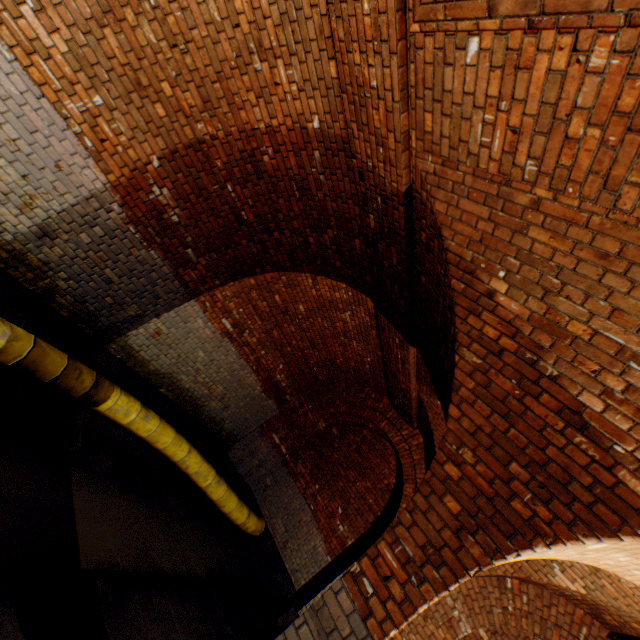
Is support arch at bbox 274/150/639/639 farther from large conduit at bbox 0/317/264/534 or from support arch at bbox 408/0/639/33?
large conduit at bbox 0/317/264/534

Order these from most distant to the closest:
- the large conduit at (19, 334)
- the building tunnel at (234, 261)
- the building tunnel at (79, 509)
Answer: the large conduit at (19, 334), the building tunnel at (79, 509), the building tunnel at (234, 261)

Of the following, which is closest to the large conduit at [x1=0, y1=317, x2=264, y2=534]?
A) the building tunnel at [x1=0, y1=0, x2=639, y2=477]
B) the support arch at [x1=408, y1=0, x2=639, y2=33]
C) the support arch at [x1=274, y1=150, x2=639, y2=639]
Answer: the building tunnel at [x1=0, y1=0, x2=639, y2=477]

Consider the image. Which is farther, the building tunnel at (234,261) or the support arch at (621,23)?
the building tunnel at (234,261)

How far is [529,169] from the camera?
2.12m

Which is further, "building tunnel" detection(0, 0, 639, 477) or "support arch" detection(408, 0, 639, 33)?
"building tunnel" detection(0, 0, 639, 477)

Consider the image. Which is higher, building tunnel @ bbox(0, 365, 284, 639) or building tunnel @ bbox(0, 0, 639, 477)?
building tunnel @ bbox(0, 0, 639, 477)

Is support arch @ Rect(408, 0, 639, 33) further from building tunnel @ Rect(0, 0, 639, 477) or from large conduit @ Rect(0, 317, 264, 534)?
large conduit @ Rect(0, 317, 264, 534)
